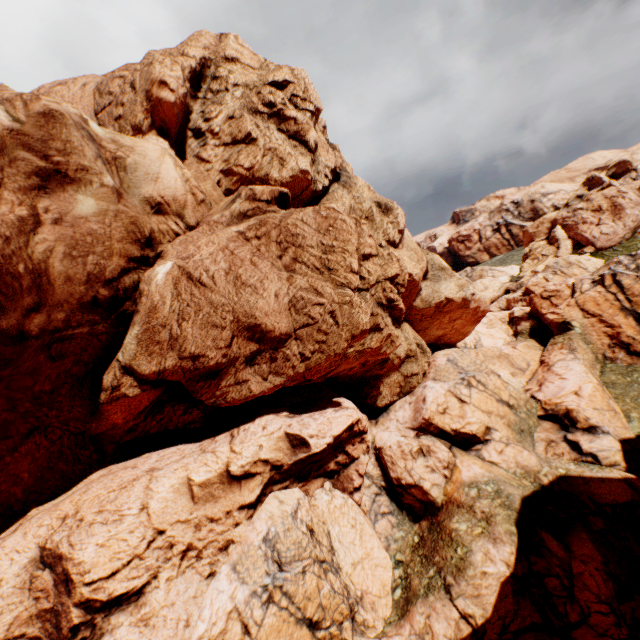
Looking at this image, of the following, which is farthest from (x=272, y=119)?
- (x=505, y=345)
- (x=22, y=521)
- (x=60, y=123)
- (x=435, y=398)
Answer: (x=505, y=345)
